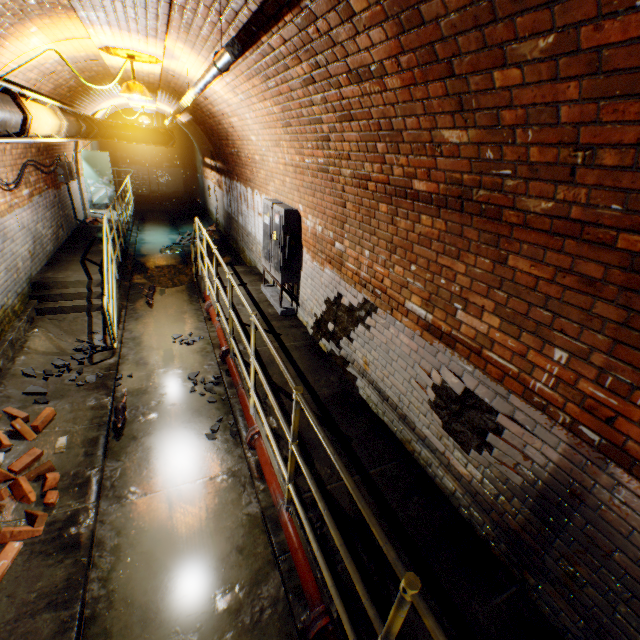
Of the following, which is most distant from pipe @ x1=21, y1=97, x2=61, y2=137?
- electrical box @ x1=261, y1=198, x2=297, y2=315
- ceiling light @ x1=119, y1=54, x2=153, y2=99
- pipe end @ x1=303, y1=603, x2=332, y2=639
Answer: pipe end @ x1=303, y1=603, x2=332, y2=639

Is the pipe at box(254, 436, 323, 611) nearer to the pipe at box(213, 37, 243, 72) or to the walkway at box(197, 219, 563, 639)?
the walkway at box(197, 219, 563, 639)

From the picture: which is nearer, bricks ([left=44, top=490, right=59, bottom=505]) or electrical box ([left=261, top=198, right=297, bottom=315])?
bricks ([left=44, top=490, right=59, bottom=505])

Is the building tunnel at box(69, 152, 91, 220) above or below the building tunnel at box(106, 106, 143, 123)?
below

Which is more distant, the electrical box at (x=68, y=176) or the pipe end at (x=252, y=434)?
the electrical box at (x=68, y=176)

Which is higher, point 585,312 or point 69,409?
point 585,312

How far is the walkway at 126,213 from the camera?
7.8m

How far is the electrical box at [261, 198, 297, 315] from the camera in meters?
5.4
